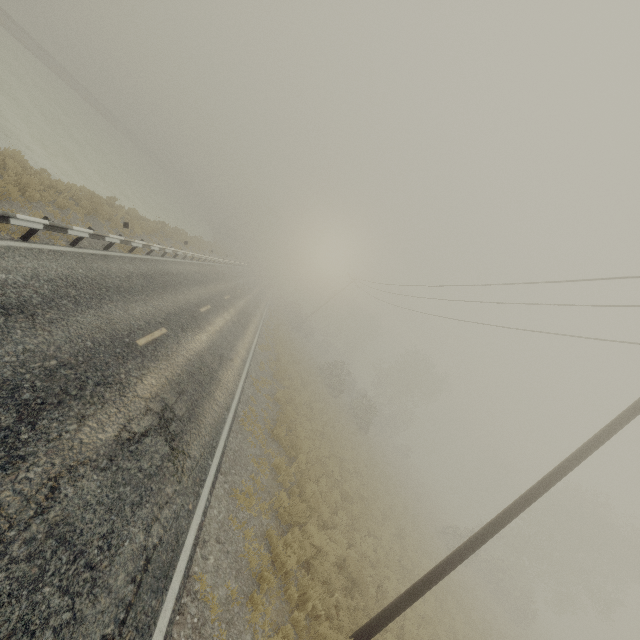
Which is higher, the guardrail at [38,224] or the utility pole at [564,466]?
the utility pole at [564,466]

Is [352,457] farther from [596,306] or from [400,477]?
[596,306]

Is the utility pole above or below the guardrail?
above
